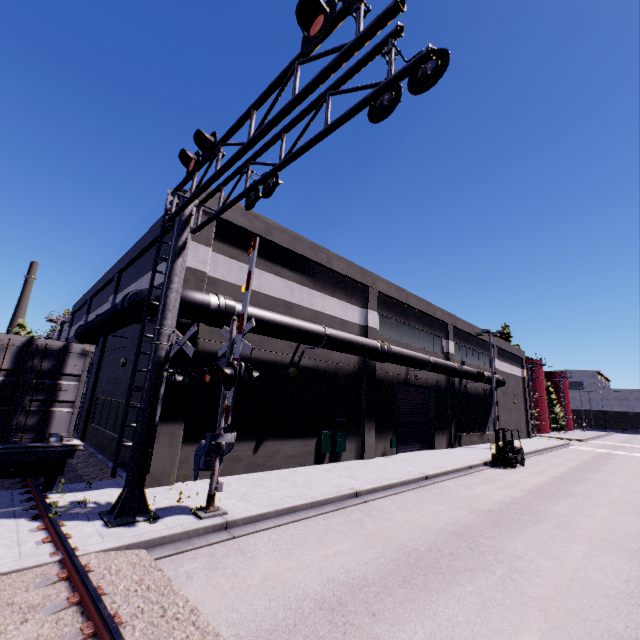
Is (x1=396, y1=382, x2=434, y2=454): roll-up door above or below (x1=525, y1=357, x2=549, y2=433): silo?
below

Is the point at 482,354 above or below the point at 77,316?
below

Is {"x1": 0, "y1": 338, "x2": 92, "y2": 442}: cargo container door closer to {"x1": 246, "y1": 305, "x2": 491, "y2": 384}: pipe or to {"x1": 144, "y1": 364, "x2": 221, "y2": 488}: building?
{"x1": 246, "y1": 305, "x2": 491, "y2": 384}: pipe

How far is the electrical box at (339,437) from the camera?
16.1 meters

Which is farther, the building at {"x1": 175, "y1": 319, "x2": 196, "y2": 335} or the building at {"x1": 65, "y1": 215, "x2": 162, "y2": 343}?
the building at {"x1": 65, "y1": 215, "x2": 162, "y2": 343}

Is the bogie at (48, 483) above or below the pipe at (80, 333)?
below

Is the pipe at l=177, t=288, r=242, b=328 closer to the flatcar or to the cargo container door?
the cargo container door

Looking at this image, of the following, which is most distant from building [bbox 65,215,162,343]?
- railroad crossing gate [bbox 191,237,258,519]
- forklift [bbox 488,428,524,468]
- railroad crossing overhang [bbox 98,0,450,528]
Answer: forklift [bbox 488,428,524,468]
